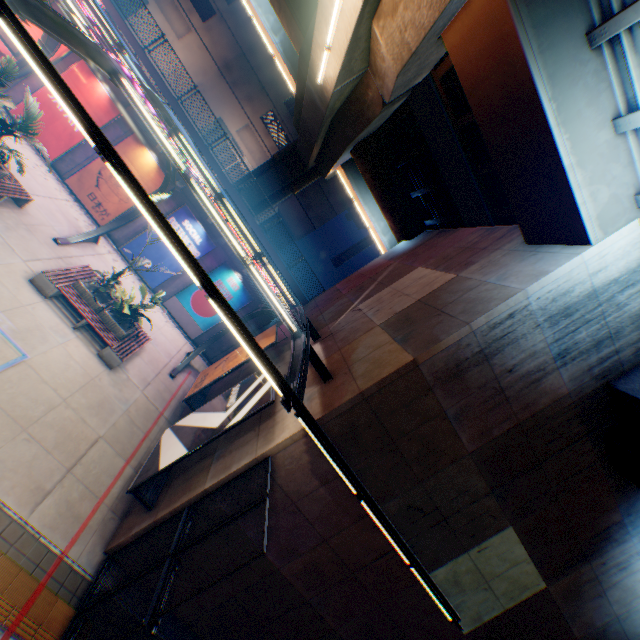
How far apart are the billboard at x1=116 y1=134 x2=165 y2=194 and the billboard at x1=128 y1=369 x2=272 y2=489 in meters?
12.1 m

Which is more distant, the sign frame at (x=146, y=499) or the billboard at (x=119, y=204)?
the billboard at (x=119, y=204)

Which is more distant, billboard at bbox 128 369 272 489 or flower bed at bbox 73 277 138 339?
flower bed at bbox 73 277 138 339

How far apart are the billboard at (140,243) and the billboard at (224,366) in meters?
6.0

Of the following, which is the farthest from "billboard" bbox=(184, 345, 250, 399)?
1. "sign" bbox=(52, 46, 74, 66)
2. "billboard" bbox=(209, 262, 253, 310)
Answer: "sign" bbox=(52, 46, 74, 66)

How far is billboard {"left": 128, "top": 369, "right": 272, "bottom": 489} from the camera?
8.13m

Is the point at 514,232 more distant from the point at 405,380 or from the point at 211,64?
the point at 211,64

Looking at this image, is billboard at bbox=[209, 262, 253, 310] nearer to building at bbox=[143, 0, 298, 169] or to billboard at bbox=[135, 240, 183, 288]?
billboard at bbox=[135, 240, 183, 288]
